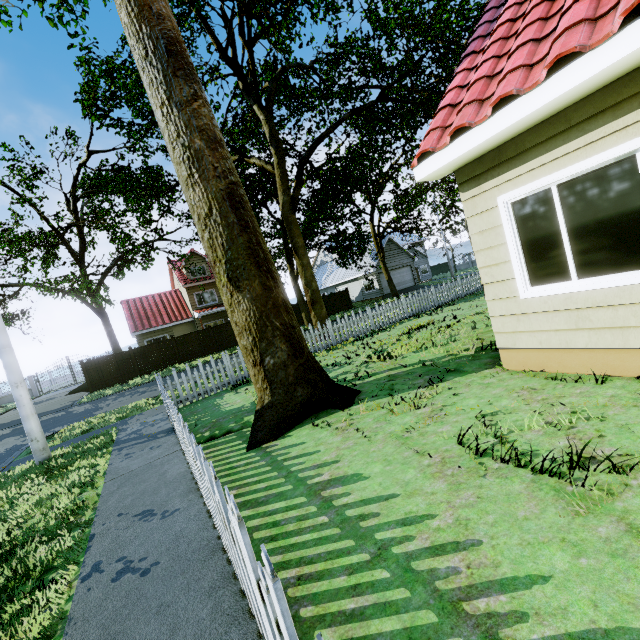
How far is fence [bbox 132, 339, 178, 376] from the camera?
23.00m

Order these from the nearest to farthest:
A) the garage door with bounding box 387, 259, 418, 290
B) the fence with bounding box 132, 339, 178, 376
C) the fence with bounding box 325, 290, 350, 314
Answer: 1. the fence with bounding box 132, 339, 178, 376
2. the fence with bounding box 325, 290, 350, 314
3. the garage door with bounding box 387, 259, 418, 290

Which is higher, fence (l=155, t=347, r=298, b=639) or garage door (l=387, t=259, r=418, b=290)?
garage door (l=387, t=259, r=418, b=290)

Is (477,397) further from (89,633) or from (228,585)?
(89,633)

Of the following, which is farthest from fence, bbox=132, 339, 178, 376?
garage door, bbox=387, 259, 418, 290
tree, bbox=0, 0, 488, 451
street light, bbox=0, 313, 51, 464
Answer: garage door, bbox=387, 259, 418, 290

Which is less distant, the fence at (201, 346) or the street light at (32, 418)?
the street light at (32, 418)

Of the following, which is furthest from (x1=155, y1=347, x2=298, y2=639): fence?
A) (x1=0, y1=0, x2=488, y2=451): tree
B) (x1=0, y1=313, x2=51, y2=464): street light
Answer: (x1=0, y1=313, x2=51, y2=464): street light

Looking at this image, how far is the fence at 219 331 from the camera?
25.73m
